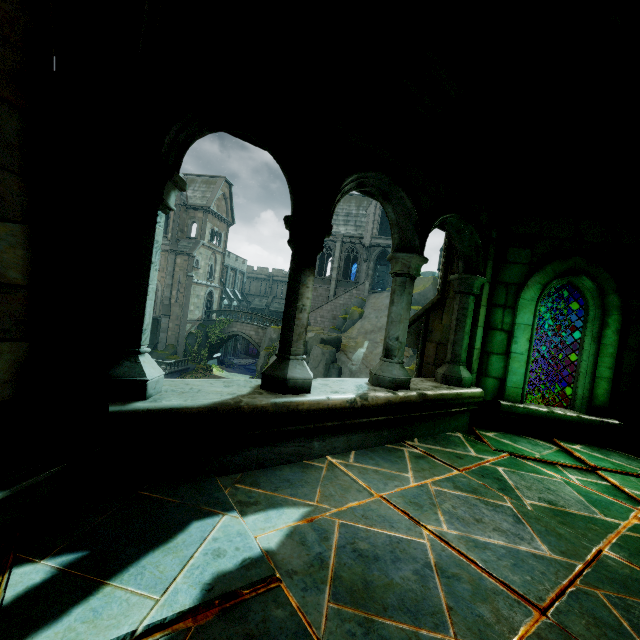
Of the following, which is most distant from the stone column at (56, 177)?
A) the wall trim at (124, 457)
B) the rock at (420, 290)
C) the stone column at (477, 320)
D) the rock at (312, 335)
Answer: the rock at (312, 335)

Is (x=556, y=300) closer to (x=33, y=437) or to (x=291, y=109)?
(x=291, y=109)

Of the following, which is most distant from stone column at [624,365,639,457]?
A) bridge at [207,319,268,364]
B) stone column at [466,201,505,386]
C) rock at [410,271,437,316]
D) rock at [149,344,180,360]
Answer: rock at [149,344,180,360]

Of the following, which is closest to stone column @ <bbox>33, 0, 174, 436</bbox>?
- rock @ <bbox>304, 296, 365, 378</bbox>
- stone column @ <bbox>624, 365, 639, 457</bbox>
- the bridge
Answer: stone column @ <bbox>624, 365, 639, 457</bbox>

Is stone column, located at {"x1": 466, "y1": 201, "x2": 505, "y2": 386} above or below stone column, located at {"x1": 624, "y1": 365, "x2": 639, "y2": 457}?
above

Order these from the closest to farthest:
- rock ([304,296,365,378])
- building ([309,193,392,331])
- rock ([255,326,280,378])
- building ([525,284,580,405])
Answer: building ([525,284,580,405]) → rock ([304,296,365,378]) → rock ([255,326,280,378]) → building ([309,193,392,331])

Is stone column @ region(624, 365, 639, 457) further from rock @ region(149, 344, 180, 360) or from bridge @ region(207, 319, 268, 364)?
rock @ region(149, 344, 180, 360)

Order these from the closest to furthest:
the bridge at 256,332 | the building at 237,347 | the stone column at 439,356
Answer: the stone column at 439,356 → the bridge at 256,332 → the building at 237,347
